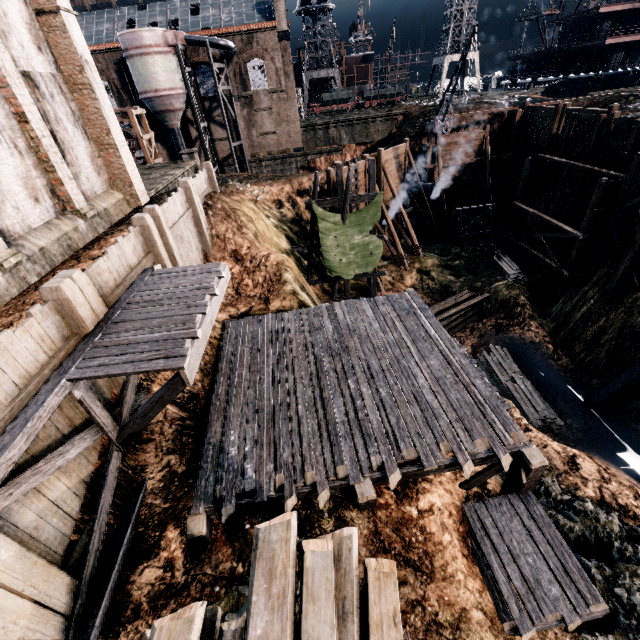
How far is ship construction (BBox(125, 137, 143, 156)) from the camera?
40.1m

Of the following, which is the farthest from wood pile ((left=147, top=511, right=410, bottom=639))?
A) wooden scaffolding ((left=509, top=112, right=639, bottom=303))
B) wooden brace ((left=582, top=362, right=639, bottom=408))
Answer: wooden brace ((left=582, top=362, right=639, bottom=408))

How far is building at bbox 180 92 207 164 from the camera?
37.9m

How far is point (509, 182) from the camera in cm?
3244

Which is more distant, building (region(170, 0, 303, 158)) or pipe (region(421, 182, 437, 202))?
building (region(170, 0, 303, 158))

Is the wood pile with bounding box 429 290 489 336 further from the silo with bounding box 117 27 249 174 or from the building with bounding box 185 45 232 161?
the silo with bounding box 117 27 249 174

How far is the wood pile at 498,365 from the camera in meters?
18.6

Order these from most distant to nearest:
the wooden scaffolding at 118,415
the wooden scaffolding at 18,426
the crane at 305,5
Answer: the crane at 305,5, the wooden scaffolding at 118,415, the wooden scaffolding at 18,426
